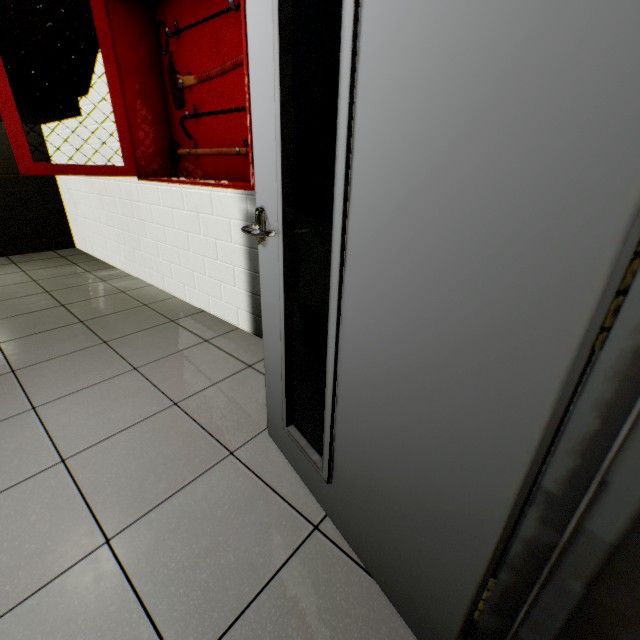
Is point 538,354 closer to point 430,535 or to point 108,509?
point 430,535

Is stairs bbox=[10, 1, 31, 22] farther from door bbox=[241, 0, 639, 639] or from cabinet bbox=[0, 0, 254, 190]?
door bbox=[241, 0, 639, 639]

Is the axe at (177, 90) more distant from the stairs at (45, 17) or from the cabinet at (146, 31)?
the stairs at (45, 17)

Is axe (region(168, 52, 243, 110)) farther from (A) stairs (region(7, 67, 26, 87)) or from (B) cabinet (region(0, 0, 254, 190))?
(A) stairs (region(7, 67, 26, 87))

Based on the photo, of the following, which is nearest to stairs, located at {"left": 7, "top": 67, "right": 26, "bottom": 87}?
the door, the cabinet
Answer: the cabinet
